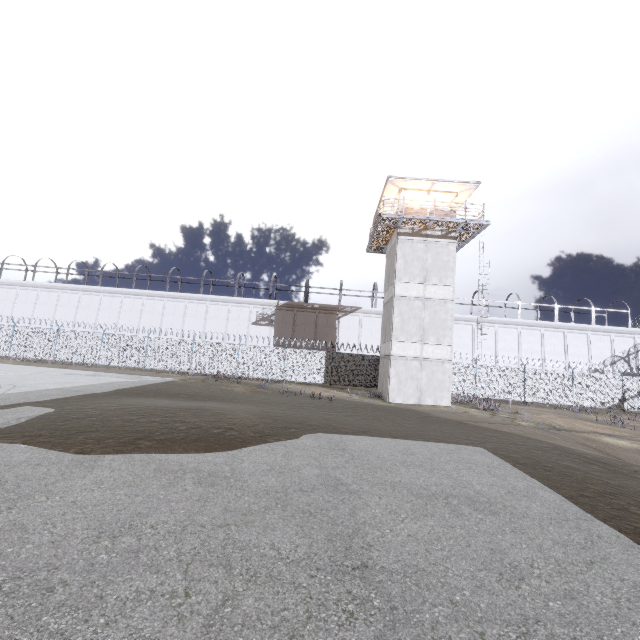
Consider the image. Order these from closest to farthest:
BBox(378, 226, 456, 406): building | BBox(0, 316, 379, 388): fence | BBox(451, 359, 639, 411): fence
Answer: BBox(378, 226, 456, 406): building → BBox(451, 359, 639, 411): fence → BBox(0, 316, 379, 388): fence

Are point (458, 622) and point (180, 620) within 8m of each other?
yes

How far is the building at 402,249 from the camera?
20.78m

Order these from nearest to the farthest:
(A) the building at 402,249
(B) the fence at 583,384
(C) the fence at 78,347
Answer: (A) the building at 402,249 < (B) the fence at 583,384 < (C) the fence at 78,347

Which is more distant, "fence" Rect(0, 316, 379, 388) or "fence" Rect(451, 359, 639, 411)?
"fence" Rect(0, 316, 379, 388)

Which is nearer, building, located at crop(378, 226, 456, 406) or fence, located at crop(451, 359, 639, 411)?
building, located at crop(378, 226, 456, 406)

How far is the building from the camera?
20.8 meters
